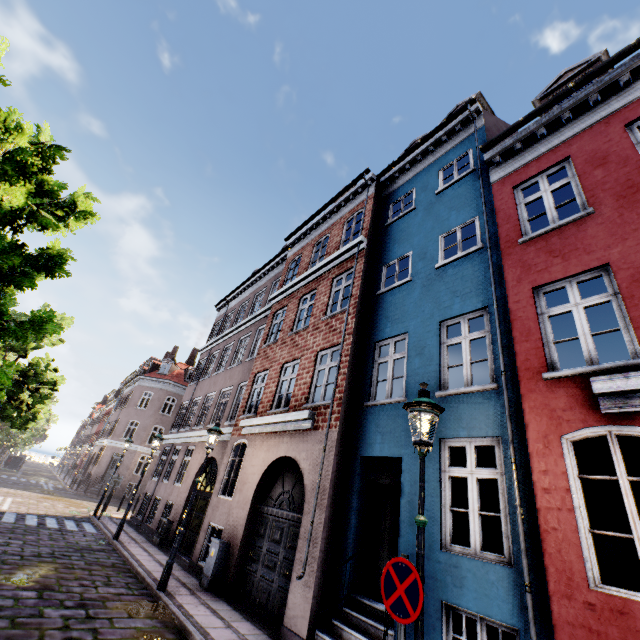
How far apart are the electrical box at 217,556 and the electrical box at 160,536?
5.3 meters

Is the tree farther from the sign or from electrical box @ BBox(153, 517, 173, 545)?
electrical box @ BBox(153, 517, 173, 545)

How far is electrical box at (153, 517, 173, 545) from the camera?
12.70m

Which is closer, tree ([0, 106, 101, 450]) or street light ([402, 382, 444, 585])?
street light ([402, 382, 444, 585])

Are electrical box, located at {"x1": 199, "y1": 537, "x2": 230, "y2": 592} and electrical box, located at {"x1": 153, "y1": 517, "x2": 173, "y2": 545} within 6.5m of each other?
yes

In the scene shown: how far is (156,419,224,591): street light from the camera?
7.53m

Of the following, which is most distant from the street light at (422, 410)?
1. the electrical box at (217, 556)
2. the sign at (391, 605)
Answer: the electrical box at (217, 556)

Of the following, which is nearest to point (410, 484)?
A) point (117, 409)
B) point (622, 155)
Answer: point (622, 155)
